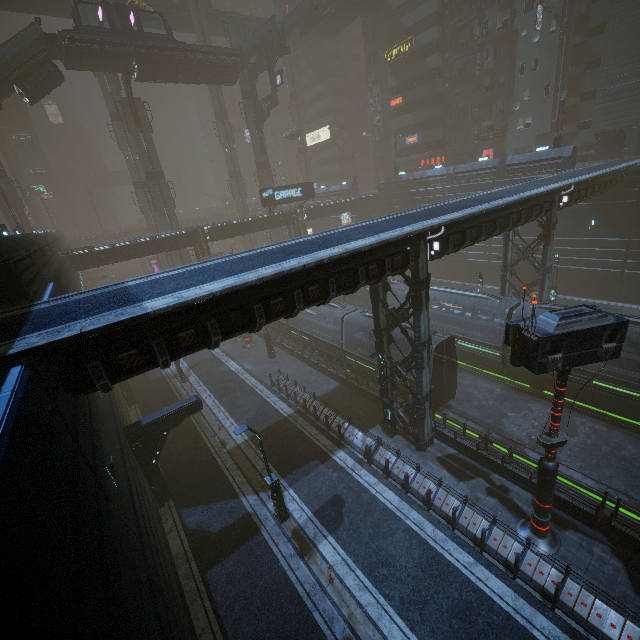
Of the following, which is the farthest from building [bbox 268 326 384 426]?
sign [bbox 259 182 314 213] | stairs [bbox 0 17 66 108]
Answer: stairs [bbox 0 17 66 108]

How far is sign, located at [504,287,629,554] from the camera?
8.84m

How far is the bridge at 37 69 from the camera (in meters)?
28.89

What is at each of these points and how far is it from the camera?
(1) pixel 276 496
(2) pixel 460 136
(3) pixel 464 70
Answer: (1) street light, 14.25m
(2) building, 47.94m
(3) building, 44.69m

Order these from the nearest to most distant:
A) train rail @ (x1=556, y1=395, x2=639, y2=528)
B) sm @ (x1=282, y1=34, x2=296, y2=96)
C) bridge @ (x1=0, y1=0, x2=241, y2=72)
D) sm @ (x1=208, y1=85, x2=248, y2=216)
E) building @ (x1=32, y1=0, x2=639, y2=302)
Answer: train rail @ (x1=556, y1=395, x2=639, y2=528)
bridge @ (x1=0, y1=0, x2=241, y2=72)
building @ (x1=32, y1=0, x2=639, y2=302)
sm @ (x1=208, y1=85, x2=248, y2=216)
sm @ (x1=282, y1=34, x2=296, y2=96)

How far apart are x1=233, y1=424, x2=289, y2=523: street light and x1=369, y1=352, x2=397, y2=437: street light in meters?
6.6 m

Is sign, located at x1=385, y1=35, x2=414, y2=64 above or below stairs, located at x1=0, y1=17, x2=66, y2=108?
above

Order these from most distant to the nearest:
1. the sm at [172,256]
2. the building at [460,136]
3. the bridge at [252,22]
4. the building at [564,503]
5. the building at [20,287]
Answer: the bridge at [252,22]
the building at [460,136]
the sm at [172,256]
the building at [564,503]
the building at [20,287]
